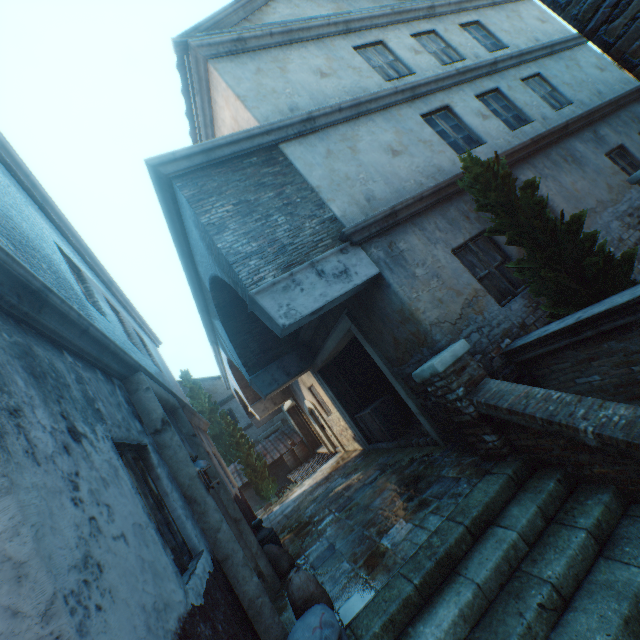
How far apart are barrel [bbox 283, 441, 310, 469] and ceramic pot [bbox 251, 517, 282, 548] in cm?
1219

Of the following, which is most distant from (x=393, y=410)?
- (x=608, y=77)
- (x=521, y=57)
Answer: (x=608, y=77)

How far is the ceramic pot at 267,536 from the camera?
6.1 meters

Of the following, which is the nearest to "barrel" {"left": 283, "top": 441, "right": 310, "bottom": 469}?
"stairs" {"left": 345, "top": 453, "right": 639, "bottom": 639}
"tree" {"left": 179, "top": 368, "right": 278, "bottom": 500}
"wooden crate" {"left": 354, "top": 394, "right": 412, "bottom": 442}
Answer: "tree" {"left": 179, "top": 368, "right": 278, "bottom": 500}

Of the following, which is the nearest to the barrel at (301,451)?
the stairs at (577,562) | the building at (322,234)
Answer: the building at (322,234)

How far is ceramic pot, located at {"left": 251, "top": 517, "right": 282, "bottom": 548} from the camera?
6.1m

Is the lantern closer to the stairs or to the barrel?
the stairs

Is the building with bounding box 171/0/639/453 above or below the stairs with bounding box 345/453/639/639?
above
